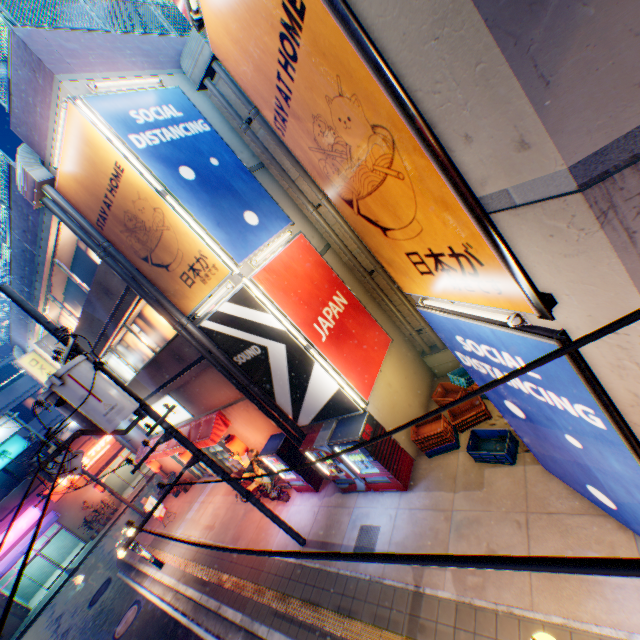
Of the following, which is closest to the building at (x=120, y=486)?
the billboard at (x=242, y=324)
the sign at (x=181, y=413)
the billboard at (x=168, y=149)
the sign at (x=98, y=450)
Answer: the sign at (x=98, y=450)

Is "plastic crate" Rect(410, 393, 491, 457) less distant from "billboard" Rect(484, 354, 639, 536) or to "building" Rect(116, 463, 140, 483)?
"billboard" Rect(484, 354, 639, 536)

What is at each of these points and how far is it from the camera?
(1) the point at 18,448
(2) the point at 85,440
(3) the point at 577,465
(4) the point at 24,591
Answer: (1) sign, 24.0 meters
(2) building, 26.7 meters
(3) billboard, 4.6 meters
(4) building, 23.8 meters

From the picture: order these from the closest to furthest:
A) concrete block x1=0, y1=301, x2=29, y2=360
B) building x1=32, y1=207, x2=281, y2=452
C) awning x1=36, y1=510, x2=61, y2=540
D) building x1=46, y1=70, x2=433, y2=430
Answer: building x1=46, y1=70, x2=433, y2=430
building x1=32, y1=207, x2=281, y2=452
concrete block x1=0, y1=301, x2=29, y2=360
awning x1=36, y1=510, x2=61, y2=540

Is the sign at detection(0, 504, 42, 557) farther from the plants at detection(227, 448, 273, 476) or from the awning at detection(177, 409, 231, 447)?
the plants at detection(227, 448, 273, 476)

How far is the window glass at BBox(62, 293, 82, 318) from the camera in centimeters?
1396cm

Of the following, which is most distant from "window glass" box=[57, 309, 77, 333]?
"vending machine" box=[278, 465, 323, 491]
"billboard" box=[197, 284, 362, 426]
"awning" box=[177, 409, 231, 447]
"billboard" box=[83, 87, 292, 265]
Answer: "billboard" box=[83, 87, 292, 265]

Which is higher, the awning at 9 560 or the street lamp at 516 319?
the street lamp at 516 319
